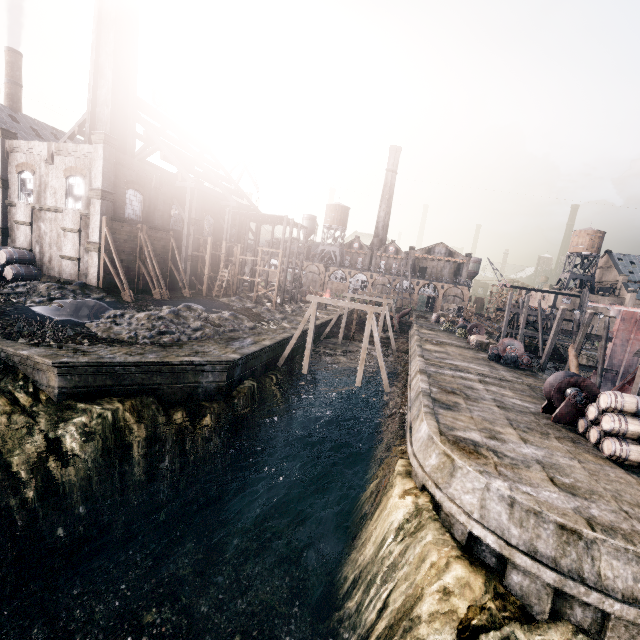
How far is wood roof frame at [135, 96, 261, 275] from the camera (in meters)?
35.50

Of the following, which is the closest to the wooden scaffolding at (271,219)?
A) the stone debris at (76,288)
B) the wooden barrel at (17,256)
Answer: the stone debris at (76,288)

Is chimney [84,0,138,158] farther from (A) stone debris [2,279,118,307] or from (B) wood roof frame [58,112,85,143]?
(A) stone debris [2,279,118,307]

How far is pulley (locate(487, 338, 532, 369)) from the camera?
29.9 meters

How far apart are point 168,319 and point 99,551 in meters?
14.4

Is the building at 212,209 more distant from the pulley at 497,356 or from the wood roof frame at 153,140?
the pulley at 497,356

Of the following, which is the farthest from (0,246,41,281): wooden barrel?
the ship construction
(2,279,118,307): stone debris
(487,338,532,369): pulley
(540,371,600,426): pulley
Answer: the ship construction

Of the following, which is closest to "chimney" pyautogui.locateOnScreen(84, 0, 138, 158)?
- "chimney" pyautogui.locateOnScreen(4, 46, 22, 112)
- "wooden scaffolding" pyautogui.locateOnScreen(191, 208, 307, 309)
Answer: "wooden scaffolding" pyautogui.locateOnScreen(191, 208, 307, 309)
